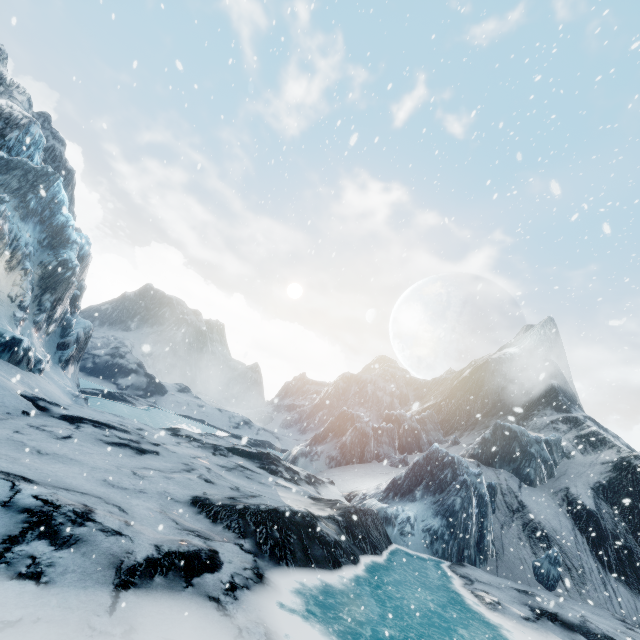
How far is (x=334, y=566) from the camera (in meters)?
10.30
